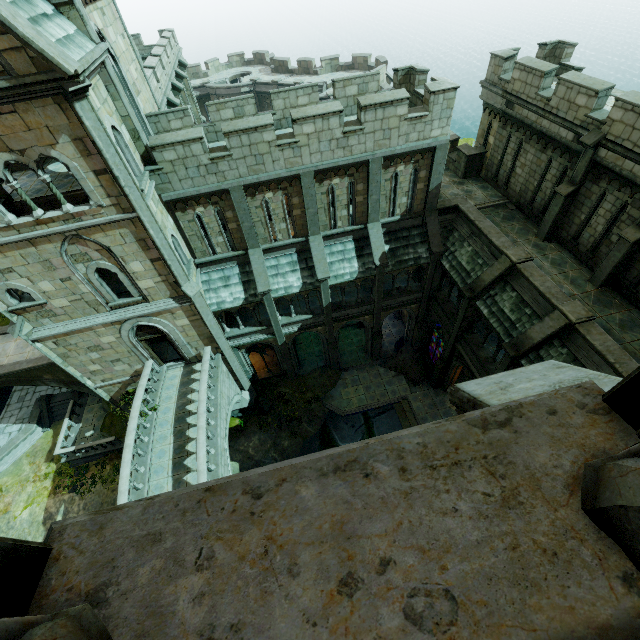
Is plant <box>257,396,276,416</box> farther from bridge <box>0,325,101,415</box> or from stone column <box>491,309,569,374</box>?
stone column <box>491,309,569,374</box>

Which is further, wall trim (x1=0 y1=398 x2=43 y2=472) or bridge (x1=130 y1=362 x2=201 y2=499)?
wall trim (x1=0 y1=398 x2=43 y2=472)

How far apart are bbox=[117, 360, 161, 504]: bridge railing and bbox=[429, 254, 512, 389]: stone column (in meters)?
16.04

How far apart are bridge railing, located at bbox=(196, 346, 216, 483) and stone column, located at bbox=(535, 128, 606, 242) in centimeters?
1766cm

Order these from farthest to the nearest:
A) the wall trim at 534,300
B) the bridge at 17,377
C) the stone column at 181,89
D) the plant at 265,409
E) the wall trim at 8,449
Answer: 1. the plant at 265,409
2. the wall trim at 8,449
3. the bridge at 17,377
4. the stone column at 181,89
5. the wall trim at 534,300

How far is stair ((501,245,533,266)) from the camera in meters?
14.0

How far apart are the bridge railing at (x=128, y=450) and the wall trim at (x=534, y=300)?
17.0 meters

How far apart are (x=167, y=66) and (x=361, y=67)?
25.5m
